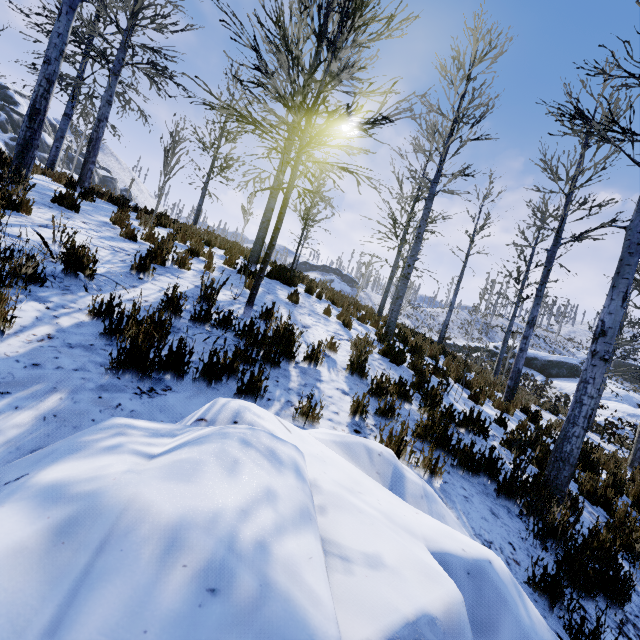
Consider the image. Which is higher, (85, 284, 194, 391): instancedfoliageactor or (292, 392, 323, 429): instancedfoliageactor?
(85, 284, 194, 391): instancedfoliageactor

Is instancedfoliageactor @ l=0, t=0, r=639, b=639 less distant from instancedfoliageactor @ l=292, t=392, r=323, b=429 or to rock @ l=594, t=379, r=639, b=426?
instancedfoliageactor @ l=292, t=392, r=323, b=429

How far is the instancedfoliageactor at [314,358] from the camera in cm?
427

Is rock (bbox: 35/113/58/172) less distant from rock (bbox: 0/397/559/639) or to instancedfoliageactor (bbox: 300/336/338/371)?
rock (bbox: 0/397/559/639)

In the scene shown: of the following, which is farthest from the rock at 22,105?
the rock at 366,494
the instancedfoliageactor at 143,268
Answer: the rock at 366,494

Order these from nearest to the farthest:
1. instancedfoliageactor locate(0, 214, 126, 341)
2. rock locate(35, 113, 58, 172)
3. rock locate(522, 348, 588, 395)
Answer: instancedfoliageactor locate(0, 214, 126, 341) → rock locate(522, 348, 588, 395) → rock locate(35, 113, 58, 172)

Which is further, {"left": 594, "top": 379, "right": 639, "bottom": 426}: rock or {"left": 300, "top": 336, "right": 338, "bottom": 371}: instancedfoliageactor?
{"left": 594, "top": 379, "right": 639, "bottom": 426}: rock

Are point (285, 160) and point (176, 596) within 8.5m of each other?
no
